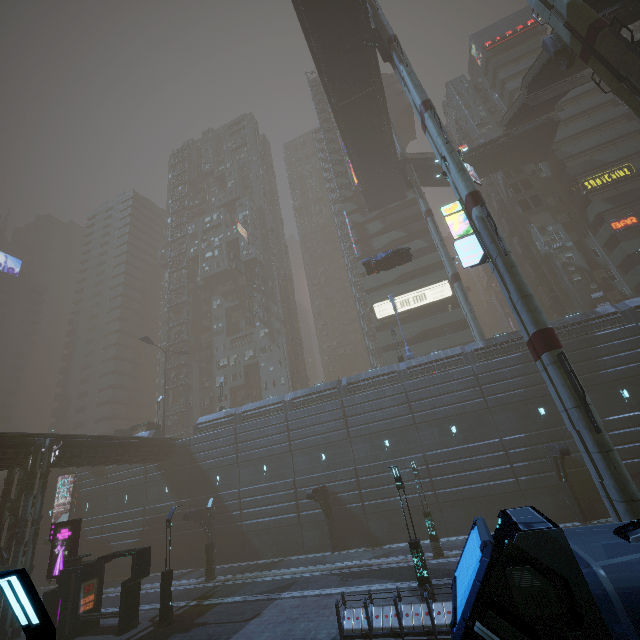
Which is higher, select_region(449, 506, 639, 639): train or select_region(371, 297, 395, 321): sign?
select_region(371, 297, 395, 321): sign

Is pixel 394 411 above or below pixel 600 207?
below

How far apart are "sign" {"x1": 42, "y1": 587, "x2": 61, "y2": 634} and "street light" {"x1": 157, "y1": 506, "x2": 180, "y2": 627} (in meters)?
7.35

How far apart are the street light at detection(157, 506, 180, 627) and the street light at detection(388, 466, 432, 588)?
13.6 meters

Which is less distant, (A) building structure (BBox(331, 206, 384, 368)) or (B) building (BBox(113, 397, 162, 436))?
(B) building (BBox(113, 397, 162, 436))

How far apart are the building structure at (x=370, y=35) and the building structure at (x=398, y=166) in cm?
1471

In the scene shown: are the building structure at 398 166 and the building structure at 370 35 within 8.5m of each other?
no

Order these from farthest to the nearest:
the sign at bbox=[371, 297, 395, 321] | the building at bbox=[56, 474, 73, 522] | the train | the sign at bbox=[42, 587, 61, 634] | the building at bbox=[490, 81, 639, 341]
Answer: the sign at bbox=[371, 297, 395, 321] → the building at bbox=[56, 474, 73, 522] → the building at bbox=[490, 81, 639, 341] → the sign at bbox=[42, 587, 61, 634] → the train
